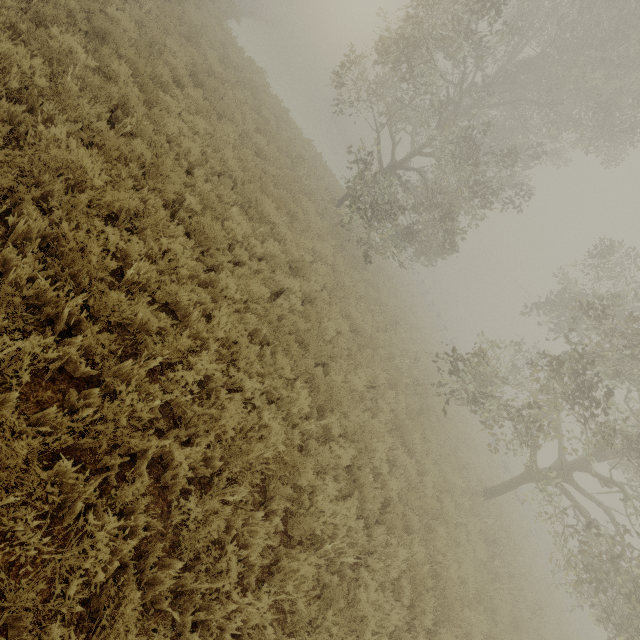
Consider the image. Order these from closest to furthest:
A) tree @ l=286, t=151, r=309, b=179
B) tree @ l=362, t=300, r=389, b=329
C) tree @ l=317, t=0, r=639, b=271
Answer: tree @ l=317, t=0, r=639, b=271, tree @ l=362, t=300, r=389, b=329, tree @ l=286, t=151, r=309, b=179

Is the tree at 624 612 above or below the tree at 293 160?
above

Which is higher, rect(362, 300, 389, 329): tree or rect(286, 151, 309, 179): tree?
rect(362, 300, 389, 329): tree

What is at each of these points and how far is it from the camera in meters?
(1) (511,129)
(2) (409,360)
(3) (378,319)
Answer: (1) tree, 17.6 m
(2) tree, 13.7 m
(3) tree, 13.0 m

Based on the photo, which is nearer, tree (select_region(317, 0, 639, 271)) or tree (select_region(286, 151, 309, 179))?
tree (select_region(317, 0, 639, 271))

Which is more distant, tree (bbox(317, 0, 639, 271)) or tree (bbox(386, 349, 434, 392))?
tree (bbox(386, 349, 434, 392))

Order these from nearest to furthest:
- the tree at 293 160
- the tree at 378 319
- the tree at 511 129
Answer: the tree at 511 129 < the tree at 378 319 < the tree at 293 160

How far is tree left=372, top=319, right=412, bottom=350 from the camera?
12.27m
